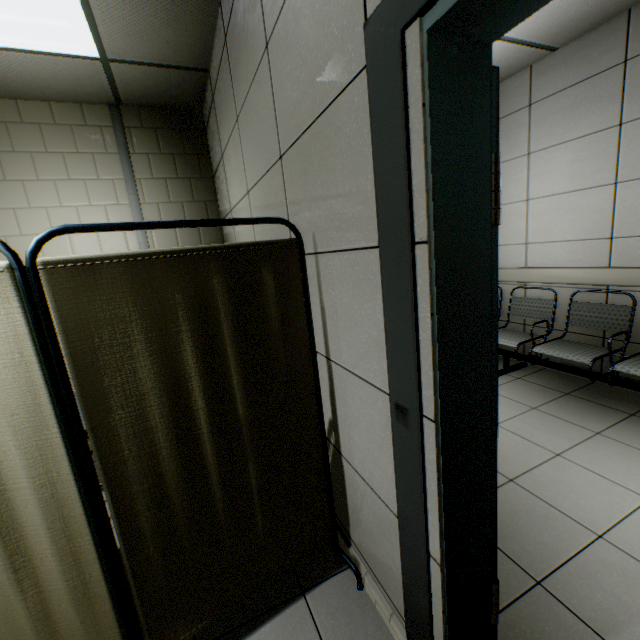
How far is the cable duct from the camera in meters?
3.2

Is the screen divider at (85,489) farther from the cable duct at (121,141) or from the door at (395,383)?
the cable duct at (121,141)

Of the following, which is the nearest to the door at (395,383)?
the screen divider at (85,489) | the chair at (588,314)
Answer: the screen divider at (85,489)

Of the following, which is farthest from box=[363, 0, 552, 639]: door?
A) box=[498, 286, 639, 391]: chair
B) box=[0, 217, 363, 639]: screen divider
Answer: box=[498, 286, 639, 391]: chair

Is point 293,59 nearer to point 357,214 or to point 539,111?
point 357,214

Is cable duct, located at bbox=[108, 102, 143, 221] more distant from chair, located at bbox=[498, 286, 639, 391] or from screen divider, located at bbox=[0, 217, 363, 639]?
chair, located at bbox=[498, 286, 639, 391]

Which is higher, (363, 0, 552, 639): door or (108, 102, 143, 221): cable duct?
(108, 102, 143, 221): cable duct

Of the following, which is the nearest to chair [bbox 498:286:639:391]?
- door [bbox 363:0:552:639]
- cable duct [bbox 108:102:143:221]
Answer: door [bbox 363:0:552:639]
